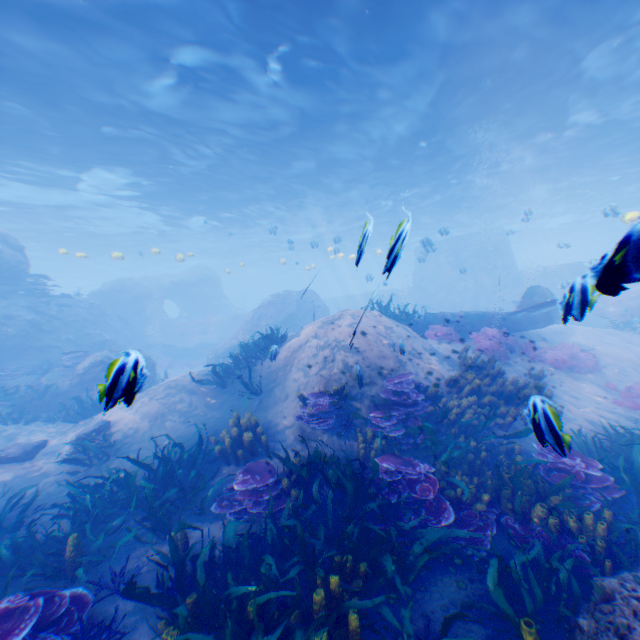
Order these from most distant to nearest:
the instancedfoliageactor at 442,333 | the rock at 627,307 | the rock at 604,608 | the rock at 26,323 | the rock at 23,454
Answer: the rock at 26,323, the instancedfoliageactor at 442,333, the rock at 23,454, the rock at 604,608, the rock at 627,307

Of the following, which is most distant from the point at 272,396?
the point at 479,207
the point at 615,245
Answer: the point at 479,207

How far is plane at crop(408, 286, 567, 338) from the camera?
13.2 meters

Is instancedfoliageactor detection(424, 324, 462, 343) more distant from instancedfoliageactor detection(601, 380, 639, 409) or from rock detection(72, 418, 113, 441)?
instancedfoliageactor detection(601, 380, 639, 409)

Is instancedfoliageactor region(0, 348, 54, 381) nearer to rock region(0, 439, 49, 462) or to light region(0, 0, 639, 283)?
rock region(0, 439, 49, 462)

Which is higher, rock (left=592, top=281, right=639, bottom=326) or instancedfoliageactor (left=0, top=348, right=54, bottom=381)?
rock (left=592, top=281, right=639, bottom=326)

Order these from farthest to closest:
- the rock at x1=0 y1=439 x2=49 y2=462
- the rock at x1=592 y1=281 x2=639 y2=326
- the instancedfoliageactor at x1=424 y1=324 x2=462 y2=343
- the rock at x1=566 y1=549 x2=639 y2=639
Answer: the instancedfoliageactor at x1=424 y1=324 x2=462 y2=343, the rock at x1=0 y1=439 x2=49 y2=462, the rock at x1=566 y1=549 x2=639 y2=639, the rock at x1=592 y1=281 x2=639 y2=326

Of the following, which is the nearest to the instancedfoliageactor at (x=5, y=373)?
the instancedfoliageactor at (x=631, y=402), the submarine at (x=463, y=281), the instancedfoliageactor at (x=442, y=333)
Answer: the submarine at (x=463, y=281)
